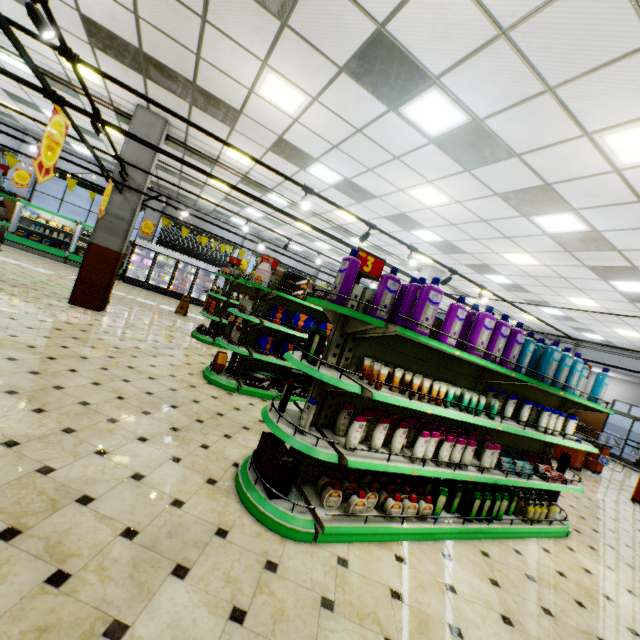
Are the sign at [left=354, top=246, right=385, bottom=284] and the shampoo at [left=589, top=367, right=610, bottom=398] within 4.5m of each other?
yes

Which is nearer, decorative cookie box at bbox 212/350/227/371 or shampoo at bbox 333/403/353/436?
shampoo at bbox 333/403/353/436

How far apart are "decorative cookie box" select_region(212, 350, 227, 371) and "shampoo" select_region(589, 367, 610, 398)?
5.72m

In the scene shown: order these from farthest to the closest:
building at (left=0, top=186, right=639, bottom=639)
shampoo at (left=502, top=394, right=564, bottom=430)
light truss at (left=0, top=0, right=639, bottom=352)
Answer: shampoo at (left=502, top=394, right=564, bottom=430), light truss at (left=0, top=0, right=639, bottom=352), building at (left=0, top=186, right=639, bottom=639)

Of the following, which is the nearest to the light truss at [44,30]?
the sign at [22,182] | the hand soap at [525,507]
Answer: the hand soap at [525,507]

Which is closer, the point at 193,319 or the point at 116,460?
the point at 116,460

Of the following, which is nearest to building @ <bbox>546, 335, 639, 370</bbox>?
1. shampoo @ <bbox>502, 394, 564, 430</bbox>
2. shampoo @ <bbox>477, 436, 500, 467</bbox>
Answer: shampoo @ <bbox>477, 436, 500, 467</bbox>

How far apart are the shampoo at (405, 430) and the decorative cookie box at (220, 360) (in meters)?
3.56
